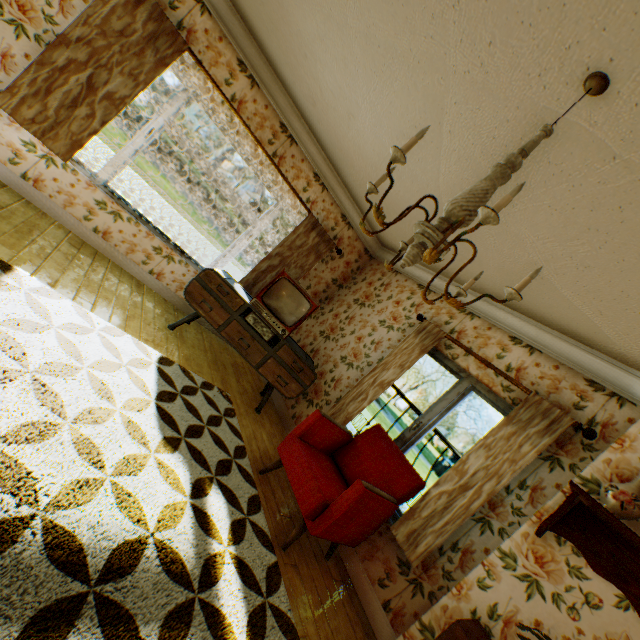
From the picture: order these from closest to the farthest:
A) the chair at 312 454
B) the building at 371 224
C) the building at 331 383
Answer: the building at 331 383 < the chair at 312 454 < the building at 371 224

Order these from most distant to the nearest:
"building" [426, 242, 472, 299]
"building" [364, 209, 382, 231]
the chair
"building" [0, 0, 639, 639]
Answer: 1. "building" [364, 209, 382, 231]
2. "building" [426, 242, 472, 299]
3. the chair
4. "building" [0, 0, 639, 639]

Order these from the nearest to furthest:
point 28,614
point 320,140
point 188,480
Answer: point 28,614, point 188,480, point 320,140

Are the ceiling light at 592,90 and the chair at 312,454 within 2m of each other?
no

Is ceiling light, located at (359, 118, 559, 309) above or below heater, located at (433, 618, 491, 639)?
above

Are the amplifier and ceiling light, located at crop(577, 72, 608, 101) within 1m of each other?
no

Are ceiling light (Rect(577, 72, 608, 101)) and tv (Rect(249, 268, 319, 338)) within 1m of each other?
no

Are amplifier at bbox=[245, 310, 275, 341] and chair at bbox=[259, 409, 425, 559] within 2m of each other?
yes
